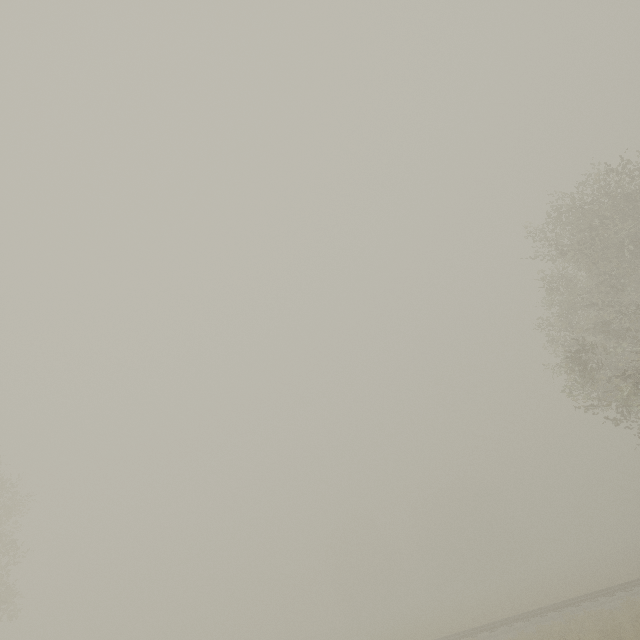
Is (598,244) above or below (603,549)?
above
